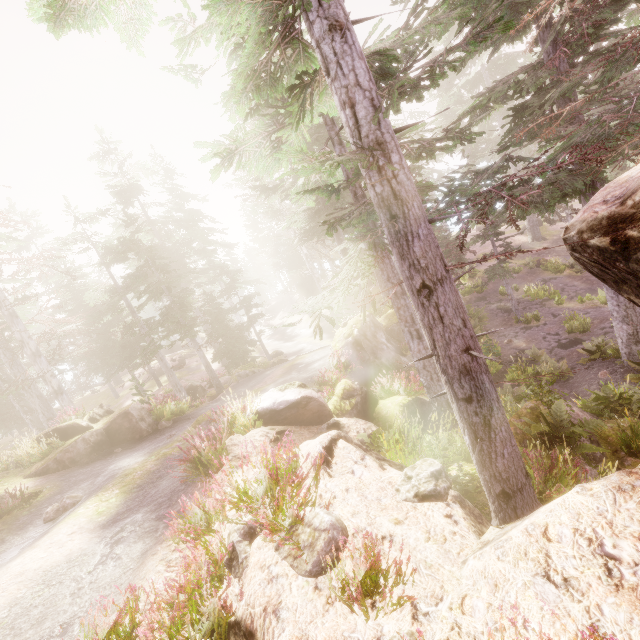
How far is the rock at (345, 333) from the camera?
15.1m

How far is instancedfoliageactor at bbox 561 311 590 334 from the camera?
18.2m

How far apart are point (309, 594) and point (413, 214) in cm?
446

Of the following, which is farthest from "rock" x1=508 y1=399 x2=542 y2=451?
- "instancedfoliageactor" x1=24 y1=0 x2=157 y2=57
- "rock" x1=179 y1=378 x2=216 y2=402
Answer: "rock" x1=179 y1=378 x2=216 y2=402

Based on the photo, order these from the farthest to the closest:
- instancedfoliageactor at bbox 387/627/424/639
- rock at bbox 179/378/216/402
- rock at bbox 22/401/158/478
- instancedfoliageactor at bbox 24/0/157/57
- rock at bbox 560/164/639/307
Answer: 1. rock at bbox 179/378/216/402
2. rock at bbox 22/401/158/478
3. instancedfoliageactor at bbox 24/0/157/57
4. rock at bbox 560/164/639/307
5. instancedfoliageactor at bbox 387/627/424/639

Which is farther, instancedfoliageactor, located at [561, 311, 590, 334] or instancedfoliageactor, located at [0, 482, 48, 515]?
instancedfoliageactor, located at [561, 311, 590, 334]

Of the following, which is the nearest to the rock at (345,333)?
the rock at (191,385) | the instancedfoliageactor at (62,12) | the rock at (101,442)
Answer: the instancedfoliageactor at (62,12)

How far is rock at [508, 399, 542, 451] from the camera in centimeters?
793cm
